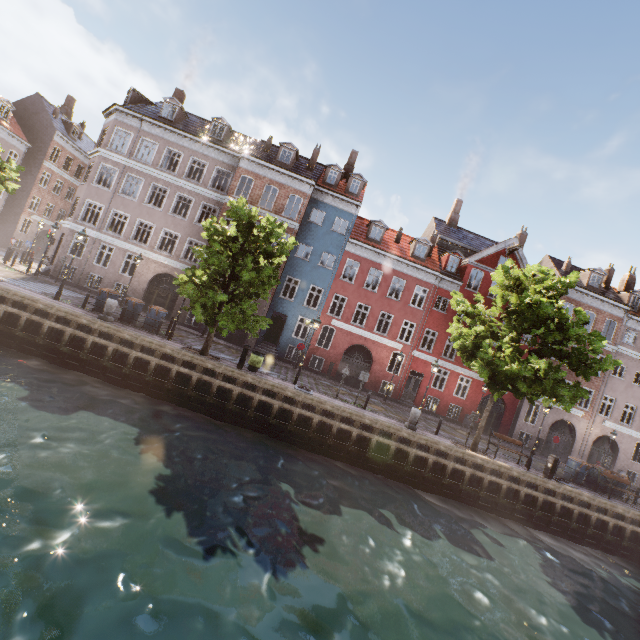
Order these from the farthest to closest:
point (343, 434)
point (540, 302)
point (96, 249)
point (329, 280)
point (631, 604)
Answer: point (329, 280) → point (96, 249) → point (343, 434) → point (540, 302) → point (631, 604)

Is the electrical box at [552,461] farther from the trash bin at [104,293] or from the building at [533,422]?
the trash bin at [104,293]

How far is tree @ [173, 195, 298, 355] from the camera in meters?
14.6 m

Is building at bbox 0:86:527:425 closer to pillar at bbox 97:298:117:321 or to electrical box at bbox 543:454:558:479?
pillar at bbox 97:298:117:321

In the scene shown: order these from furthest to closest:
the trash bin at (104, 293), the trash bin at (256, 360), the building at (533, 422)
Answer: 1. the building at (533, 422)
2. the trash bin at (104, 293)
3. the trash bin at (256, 360)

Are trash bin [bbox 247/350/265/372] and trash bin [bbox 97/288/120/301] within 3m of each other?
no

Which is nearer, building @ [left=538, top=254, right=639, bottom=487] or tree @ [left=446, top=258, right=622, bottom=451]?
tree @ [left=446, top=258, right=622, bottom=451]

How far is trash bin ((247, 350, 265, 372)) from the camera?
16.55m
